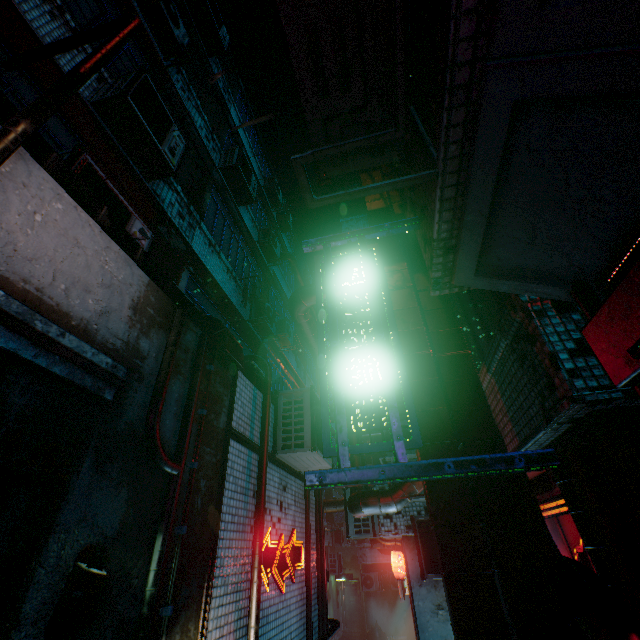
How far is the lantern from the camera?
7.0 meters

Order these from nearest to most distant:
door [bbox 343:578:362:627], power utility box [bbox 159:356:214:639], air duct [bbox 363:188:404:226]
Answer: power utility box [bbox 159:356:214:639] → air duct [bbox 363:188:404:226] → door [bbox 343:578:362:627]

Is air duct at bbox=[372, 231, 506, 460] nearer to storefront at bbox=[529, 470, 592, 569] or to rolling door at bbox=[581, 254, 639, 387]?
storefront at bbox=[529, 470, 592, 569]

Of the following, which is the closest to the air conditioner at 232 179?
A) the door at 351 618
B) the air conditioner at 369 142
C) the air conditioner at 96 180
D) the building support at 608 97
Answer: the air conditioner at 96 180

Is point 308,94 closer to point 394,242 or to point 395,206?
point 394,242

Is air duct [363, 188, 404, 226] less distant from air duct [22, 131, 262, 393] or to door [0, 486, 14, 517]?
air duct [22, 131, 262, 393]

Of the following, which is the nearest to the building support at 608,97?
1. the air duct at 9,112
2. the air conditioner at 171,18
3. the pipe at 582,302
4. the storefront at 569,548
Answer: the pipe at 582,302

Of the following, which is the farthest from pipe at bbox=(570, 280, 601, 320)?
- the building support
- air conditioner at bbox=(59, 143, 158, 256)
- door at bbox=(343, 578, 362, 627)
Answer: door at bbox=(343, 578, 362, 627)
